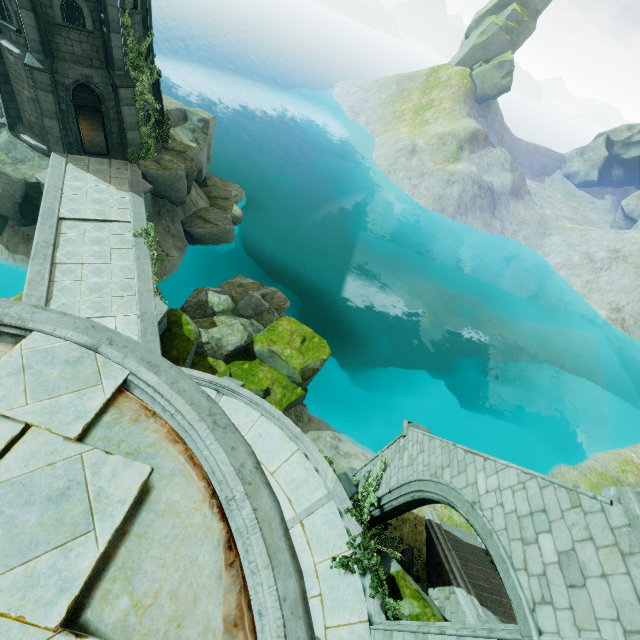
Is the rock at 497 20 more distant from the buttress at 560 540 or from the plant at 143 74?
the buttress at 560 540

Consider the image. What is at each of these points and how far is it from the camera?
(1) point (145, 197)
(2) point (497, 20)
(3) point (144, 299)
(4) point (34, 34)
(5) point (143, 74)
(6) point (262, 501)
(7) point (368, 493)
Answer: (1) bridge, 18.0 meters
(2) rock, 52.5 meters
(3) bridge, 12.9 meters
(4) building, 14.3 meters
(5) plant, 17.6 meters
(6) building, 2.5 meters
(7) plant, 11.4 meters

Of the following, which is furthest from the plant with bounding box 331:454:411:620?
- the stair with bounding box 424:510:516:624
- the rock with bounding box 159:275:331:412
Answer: the rock with bounding box 159:275:331:412

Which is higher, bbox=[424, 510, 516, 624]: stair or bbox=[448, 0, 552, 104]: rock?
bbox=[448, 0, 552, 104]: rock

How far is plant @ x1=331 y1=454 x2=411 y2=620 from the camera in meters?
8.7

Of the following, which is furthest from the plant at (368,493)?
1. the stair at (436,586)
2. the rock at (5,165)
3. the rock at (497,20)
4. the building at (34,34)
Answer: the rock at (497,20)

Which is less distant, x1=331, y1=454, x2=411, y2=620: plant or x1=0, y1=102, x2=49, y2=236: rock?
x1=331, y1=454, x2=411, y2=620: plant

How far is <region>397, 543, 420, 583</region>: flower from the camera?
12.4 meters
